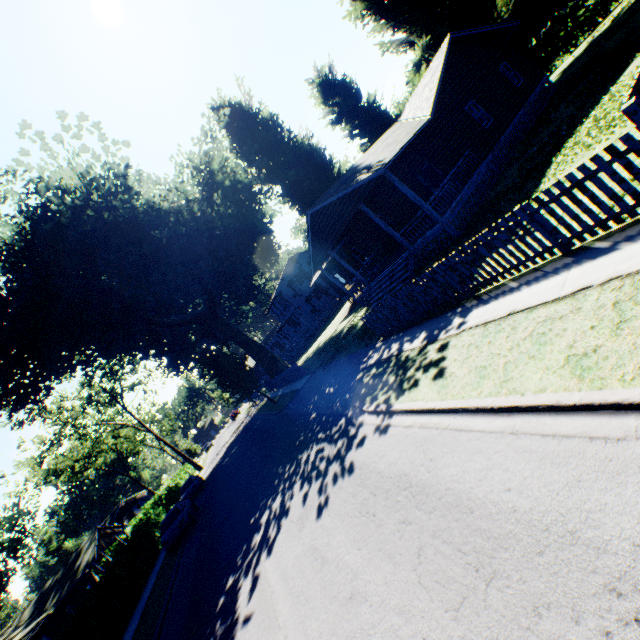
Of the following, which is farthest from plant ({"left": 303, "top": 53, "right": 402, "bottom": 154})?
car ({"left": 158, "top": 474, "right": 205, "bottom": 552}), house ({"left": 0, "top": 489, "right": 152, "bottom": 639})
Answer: car ({"left": 158, "top": 474, "right": 205, "bottom": 552})

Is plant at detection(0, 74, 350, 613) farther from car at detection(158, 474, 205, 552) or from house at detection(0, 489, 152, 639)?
car at detection(158, 474, 205, 552)

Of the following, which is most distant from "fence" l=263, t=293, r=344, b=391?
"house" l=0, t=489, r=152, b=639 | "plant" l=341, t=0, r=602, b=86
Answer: "house" l=0, t=489, r=152, b=639

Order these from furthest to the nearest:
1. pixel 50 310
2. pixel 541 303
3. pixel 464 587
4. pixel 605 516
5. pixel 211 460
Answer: pixel 211 460, pixel 50 310, pixel 541 303, pixel 464 587, pixel 605 516

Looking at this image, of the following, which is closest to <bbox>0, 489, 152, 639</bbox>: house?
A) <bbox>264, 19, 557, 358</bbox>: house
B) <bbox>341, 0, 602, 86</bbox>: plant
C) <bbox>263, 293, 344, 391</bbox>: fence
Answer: <bbox>341, 0, 602, 86</bbox>: plant

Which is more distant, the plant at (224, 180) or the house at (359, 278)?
the plant at (224, 180)

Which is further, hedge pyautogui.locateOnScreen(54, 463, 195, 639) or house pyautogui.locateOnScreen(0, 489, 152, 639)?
house pyautogui.locateOnScreen(0, 489, 152, 639)

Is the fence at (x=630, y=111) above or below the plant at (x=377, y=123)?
below
